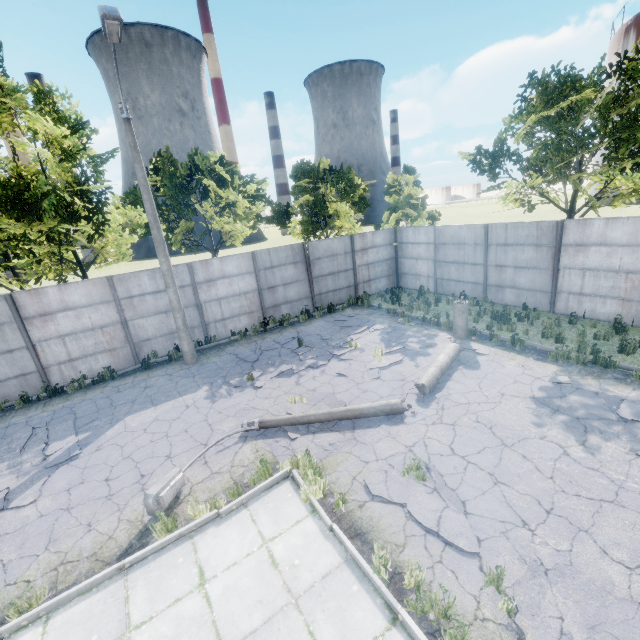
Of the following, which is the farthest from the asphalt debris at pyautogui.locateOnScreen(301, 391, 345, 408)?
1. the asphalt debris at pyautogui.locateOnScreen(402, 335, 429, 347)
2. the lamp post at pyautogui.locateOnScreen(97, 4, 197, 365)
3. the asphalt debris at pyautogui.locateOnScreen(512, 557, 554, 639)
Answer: the lamp post at pyautogui.locateOnScreen(97, 4, 197, 365)

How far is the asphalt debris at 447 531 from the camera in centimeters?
492cm

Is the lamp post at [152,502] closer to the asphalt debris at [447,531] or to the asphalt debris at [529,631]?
the asphalt debris at [447,531]

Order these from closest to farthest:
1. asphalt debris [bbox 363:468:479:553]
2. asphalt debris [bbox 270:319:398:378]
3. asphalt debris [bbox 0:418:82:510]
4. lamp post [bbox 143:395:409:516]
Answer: asphalt debris [bbox 363:468:479:553] → lamp post [bbox 143:395:409:516] → asphalt debris [bbox 0:418:82:510] → asphalt debris [bbox 270:319:398:378]

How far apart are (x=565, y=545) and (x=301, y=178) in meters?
19.9

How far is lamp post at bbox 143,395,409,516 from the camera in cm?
584

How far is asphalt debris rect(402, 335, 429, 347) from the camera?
11.7m

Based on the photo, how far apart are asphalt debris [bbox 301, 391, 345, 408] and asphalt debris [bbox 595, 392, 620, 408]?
5.9 meters
